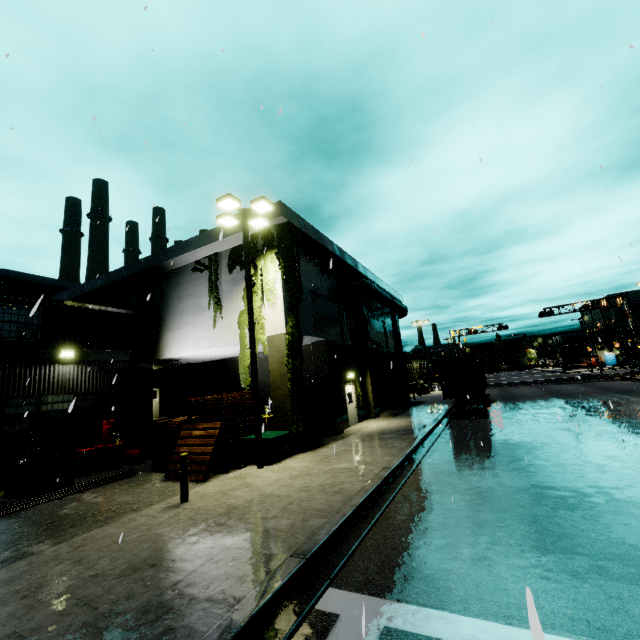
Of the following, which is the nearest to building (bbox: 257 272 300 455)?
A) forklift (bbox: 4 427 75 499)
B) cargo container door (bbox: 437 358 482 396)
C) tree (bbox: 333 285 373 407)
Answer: tree (bbox: 333 285 373 407)

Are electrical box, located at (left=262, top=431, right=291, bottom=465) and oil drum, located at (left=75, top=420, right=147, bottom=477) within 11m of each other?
yes

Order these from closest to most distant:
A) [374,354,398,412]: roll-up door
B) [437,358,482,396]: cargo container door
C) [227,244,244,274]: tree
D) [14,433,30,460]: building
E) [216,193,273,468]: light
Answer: [216,193,273,468]: light → [14,433,30,460]: building → [227,244,244,274]: tree → [437,358,482,396]: cargo container door → [374,354,398,412]: roll-up door

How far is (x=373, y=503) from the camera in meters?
7.5

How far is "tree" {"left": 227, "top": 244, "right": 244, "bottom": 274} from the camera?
15.8 meters

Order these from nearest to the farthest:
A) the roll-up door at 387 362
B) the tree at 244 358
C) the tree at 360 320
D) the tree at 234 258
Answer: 1. the tree at 244 358
2. the tree at 234 258
3. the tree at 360 320
4. the roll-up door at 387 362

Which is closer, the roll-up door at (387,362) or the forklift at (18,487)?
Answer: the forklift at (18,487)

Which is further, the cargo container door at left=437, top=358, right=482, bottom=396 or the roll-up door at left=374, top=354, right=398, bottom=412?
the roll-up door at left=374, top=354, right=398, bottom=412
